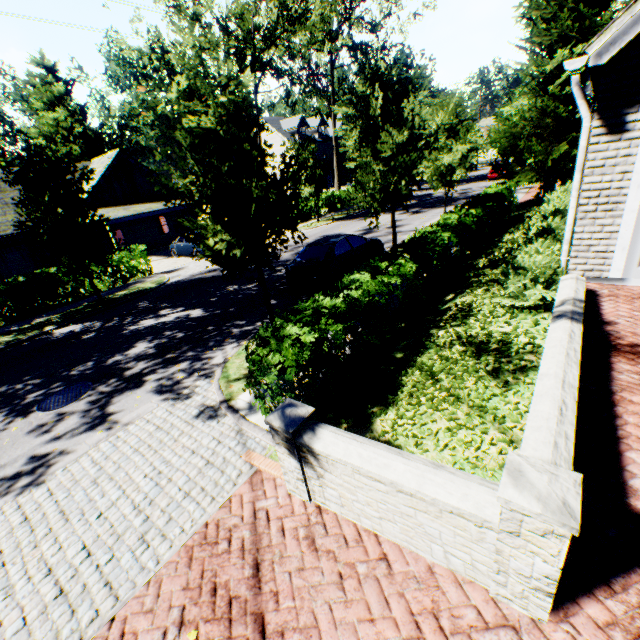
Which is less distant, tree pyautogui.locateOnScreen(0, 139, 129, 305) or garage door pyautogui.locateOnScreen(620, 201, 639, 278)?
garage door pyautogui.locateOnScreen(620, 201, 639, 278)

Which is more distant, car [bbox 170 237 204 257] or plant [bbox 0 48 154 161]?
plant [bbox 0 48 154 161]

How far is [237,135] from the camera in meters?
6.5

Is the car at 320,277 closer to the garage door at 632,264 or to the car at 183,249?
the garage door at 632,264

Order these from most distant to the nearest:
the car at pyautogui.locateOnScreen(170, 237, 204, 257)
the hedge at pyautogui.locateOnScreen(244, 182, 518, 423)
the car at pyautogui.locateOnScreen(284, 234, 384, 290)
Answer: the car at pyautogui.locateOnScreen(170, 237, 204, 257)
the car at pyautogui.locateOnScreen(284, 234, 384, 290)
the hedge at pyautogui.locateOnScreen(244, 182, 518, 423)

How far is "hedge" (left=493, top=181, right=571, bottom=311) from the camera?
5.87m

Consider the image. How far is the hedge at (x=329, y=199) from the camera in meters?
30.2 m

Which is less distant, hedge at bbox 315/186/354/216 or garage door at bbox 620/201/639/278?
garage door at bbox 620/201/639/278
